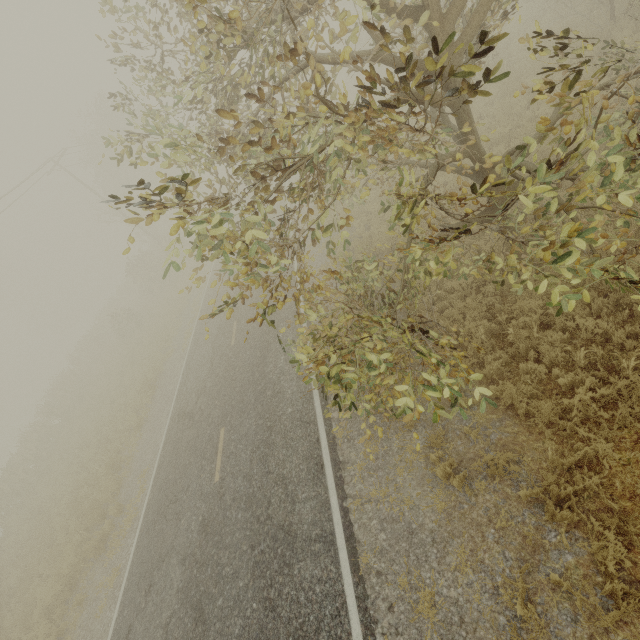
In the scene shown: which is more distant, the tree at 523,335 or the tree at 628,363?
the tree at 523,335

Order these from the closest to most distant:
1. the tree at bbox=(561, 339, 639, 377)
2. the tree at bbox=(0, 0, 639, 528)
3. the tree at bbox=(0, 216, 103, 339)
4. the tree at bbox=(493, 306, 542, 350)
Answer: the tree at bbox=(0, 0, 639, 528)
the tree at bbox=(561, 339, 639, 377)
the tree at bbox=(493, 306, 542, 350)
the tree at bbox=(0, 216, 103, 339)

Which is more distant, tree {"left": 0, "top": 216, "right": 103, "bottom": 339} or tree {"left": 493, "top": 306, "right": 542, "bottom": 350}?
tree {"left": 0, "top": 216, "right": 103, "bottom": 339}

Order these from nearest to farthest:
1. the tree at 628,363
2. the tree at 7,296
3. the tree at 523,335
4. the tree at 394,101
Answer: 1. the tree at 394,101
2. the tree at 628,363
3. the tree at 523,335
4. the tree at 7,296

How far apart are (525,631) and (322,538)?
3.46m

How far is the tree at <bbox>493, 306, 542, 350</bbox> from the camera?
6.17m
